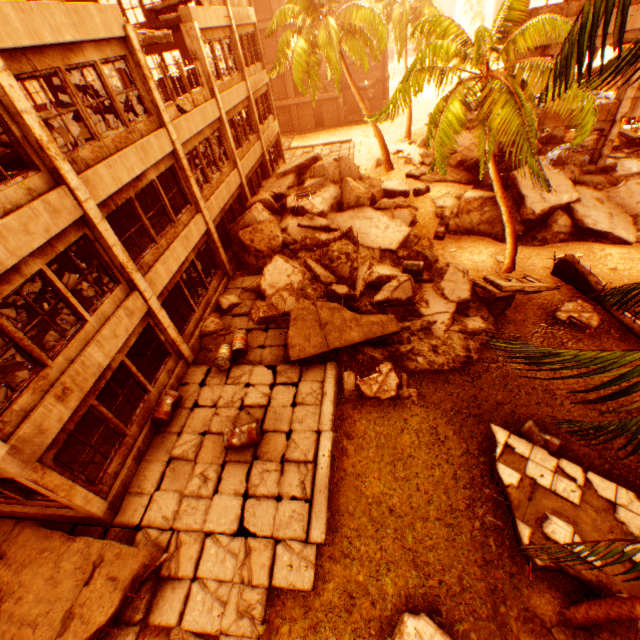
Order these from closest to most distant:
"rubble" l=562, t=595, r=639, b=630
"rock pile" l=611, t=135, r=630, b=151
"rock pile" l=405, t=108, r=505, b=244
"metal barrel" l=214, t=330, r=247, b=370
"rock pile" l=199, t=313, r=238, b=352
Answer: "rubble" l=562, t=595, r=639, b=630 → "metal barrel" l=214, t=330, r=247, b=370 → "rock pile" l=199, t=313, r=238, b=352 → "rock pile" l=405, t=108, r=505, b=244 → "rock pile" l=611, t=135, r=630, b=151

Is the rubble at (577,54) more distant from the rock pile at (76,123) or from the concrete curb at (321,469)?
the concrete curb at (321,469)

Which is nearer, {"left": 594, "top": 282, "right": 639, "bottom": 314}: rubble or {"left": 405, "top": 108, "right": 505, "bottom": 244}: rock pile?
{"left": 594, "top": 282, "right": 639, "bottom": 314}: rubble

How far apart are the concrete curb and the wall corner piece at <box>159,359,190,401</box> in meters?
4.7 m

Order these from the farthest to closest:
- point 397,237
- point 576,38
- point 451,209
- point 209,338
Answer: point 451,209 < point 397,237 < point 209,338 < point 576,38

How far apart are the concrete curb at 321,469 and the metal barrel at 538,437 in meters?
3.1

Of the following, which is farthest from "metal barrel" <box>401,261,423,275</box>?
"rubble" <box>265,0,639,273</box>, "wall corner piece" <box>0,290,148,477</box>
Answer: "wall corner piece" <box>0,290,148,477</box>

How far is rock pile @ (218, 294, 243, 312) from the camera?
13.3m
